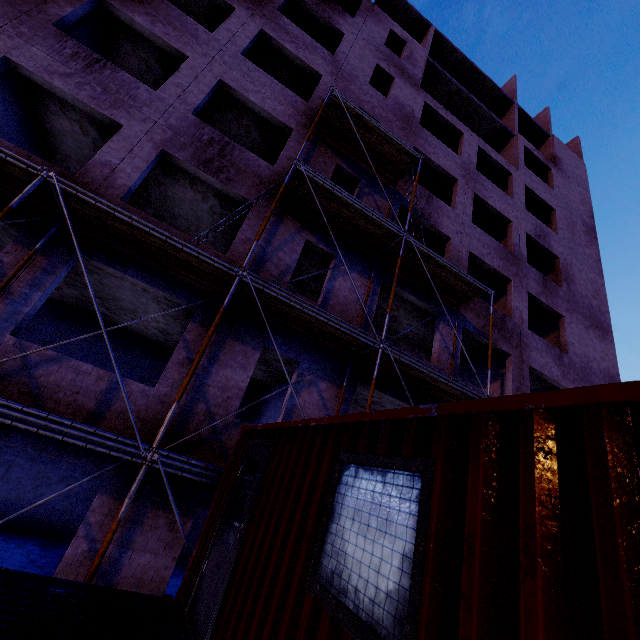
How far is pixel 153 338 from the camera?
13.9m

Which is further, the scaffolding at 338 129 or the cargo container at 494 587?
the scaffolding at 338 129

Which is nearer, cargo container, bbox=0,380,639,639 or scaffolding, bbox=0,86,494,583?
cargo container, bbox=0,380,639,639
